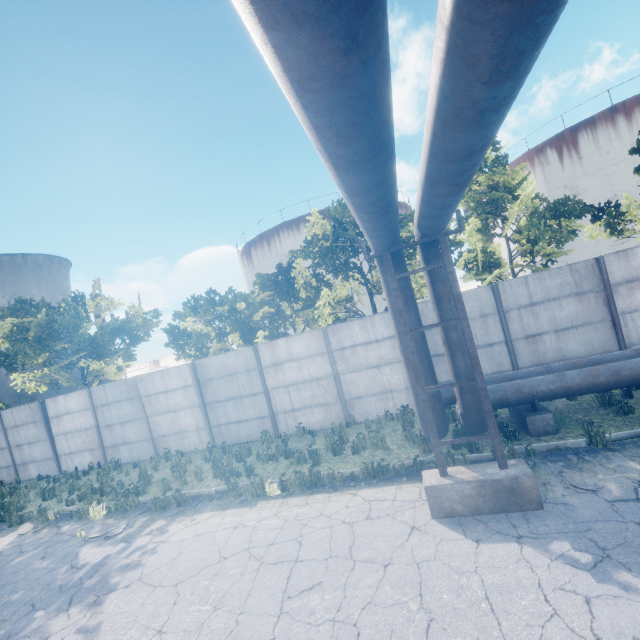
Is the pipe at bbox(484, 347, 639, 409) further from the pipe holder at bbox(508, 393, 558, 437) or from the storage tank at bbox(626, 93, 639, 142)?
the storage tank at bbox(626, 93, 639, 142)

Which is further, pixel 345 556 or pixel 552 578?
pixel 345 556

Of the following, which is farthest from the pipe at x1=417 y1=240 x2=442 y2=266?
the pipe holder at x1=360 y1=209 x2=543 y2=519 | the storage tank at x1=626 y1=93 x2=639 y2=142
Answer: the storage tank at x1=626 y1=93 x2=639 y2=142

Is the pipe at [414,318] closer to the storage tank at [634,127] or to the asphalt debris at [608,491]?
the asphalt debris at [608,491]

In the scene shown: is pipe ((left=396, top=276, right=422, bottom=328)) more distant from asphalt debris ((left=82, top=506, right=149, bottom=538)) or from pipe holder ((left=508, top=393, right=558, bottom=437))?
asphalt debris ((left=82, top=506, right=149, bottom=538))

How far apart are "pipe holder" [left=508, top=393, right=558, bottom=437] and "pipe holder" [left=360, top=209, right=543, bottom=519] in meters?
2.2

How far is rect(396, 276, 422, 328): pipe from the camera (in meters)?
6.29

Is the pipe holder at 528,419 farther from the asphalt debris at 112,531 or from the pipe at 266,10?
the asphalt debris at 112,531
